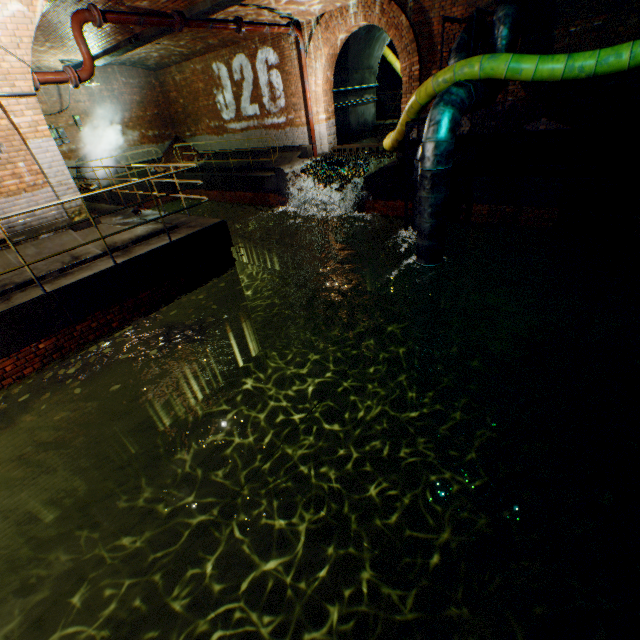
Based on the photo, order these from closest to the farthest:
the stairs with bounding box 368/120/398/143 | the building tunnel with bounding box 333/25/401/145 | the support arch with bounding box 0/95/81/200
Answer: the support arch with bounding box 0/95/81/200, the building tunnel with bounding box 333/25/401/145, the stairs with bounding box 368/120/398/143

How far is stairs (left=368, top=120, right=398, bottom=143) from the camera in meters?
15.7 m

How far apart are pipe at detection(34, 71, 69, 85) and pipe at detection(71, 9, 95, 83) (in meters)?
0.17

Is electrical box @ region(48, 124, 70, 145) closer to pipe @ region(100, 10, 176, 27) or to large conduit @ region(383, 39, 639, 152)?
pipe @ region(100, 10, 176, 27)

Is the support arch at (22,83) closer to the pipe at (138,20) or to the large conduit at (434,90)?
the pipe at (138,20)

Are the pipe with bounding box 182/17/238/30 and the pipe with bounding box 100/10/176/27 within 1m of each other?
yes

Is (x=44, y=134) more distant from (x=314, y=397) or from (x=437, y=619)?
(x=437, y=619)

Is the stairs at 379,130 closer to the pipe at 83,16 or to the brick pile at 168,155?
the brick pile at 168,155
